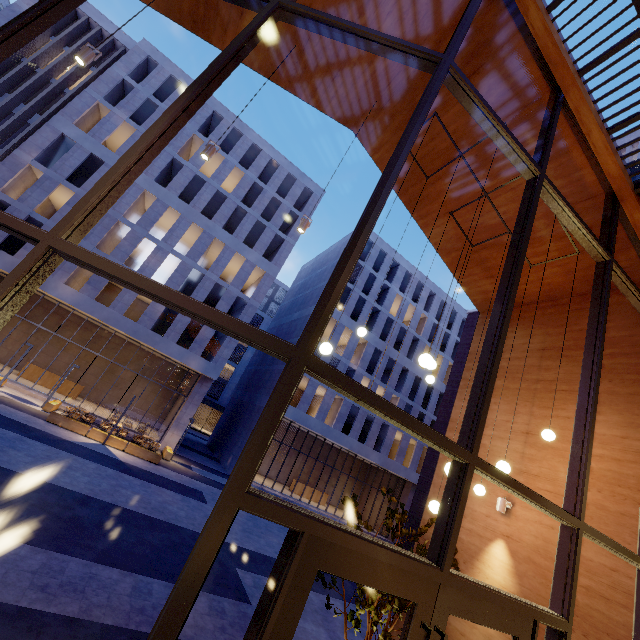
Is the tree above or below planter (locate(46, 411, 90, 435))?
above

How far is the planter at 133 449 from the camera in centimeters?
1838cm

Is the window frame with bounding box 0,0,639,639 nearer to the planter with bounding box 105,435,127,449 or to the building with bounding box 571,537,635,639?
the building with bounding box 571,537,635,639

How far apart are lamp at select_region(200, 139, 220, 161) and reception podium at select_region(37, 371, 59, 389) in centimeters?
2712cm

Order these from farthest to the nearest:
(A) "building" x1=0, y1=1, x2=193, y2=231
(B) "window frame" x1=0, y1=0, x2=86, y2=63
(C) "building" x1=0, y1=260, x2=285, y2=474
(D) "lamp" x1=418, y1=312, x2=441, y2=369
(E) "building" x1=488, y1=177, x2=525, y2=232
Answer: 1. (C) "building" x1=0, y1=260, x2=285, y2=474
2. (A) "building" x1=0, y1=1, x2=193, y2=231
3. (E) "building" x1=488, y1=177, x2=525, y2=232
4. (D) "lamp" x1=418, y1=312, x2=441, y2=369
5. (B) "window frame" x1=0, y1=0, x2=86, y2=63

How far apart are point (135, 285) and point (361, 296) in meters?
30.8 m

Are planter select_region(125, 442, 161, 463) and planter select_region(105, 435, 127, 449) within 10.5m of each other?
yes

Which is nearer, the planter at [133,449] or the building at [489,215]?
the building at [489,215]
